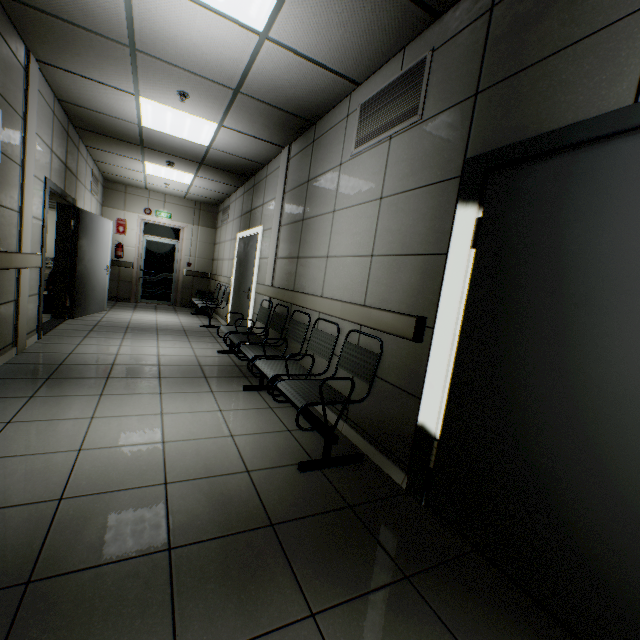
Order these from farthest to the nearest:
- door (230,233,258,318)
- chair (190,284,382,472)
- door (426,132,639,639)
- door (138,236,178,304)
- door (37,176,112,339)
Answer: door (138,236,178,304) < door (230,233,258,318) < door (37,176,112,339) < chair (190,284,382,472) < door (426,132,639,639)

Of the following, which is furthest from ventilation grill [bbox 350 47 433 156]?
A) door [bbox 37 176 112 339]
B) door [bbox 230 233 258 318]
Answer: door [bbox 37 176 112 339]

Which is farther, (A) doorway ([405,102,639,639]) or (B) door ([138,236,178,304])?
(B) door ([138,236,178,304])

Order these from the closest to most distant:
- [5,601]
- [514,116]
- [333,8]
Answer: [5,601], [514,116], [333,8]

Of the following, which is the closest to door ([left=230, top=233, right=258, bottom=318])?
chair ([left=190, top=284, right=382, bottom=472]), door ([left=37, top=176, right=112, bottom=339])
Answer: chair ([left=190, top=284, right=382, bottom=472])

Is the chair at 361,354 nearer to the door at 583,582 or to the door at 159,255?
the door at 583,582

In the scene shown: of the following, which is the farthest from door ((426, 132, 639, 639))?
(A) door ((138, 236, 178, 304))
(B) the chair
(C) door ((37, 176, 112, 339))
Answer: (A) door ((138, 236, 178, 304))

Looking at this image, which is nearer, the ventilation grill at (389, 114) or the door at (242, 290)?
the ventilation grill at (389, 114)
